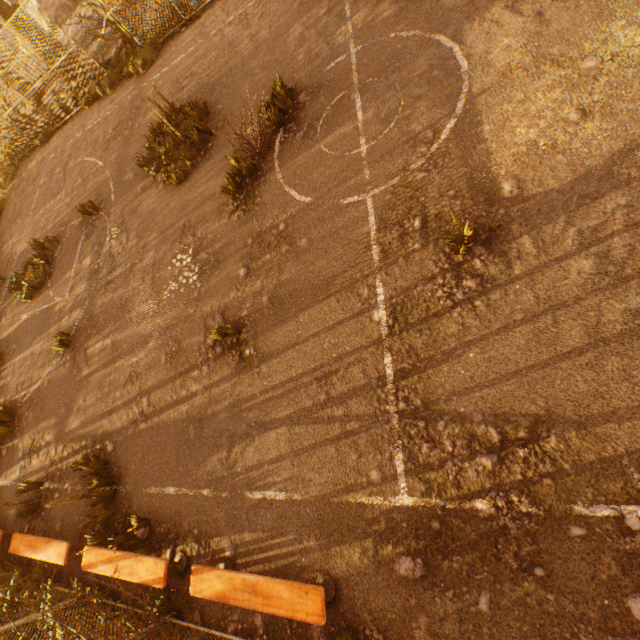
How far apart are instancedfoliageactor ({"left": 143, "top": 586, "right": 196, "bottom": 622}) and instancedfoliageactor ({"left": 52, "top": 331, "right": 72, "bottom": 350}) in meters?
6.1 m

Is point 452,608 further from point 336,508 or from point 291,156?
point 291,156

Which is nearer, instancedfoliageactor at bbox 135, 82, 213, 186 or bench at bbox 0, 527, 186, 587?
bench at bbox 0, 527, 186, 587

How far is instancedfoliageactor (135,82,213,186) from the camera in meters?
8.1

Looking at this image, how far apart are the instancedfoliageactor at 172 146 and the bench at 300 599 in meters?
8.5 m

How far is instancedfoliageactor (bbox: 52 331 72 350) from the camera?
8.15m

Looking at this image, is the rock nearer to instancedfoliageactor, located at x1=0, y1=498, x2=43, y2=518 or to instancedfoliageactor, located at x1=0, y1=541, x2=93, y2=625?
instancedfoliageactor, located at x1=0, y1=498, x2=43, y2=518

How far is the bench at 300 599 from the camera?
3.5m
